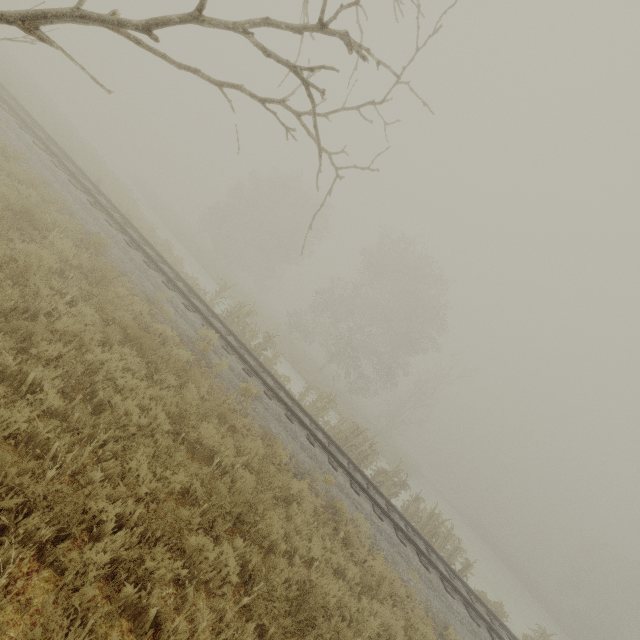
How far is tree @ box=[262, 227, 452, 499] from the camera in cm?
1611

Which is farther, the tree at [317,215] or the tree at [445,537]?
the tree at [445,537]

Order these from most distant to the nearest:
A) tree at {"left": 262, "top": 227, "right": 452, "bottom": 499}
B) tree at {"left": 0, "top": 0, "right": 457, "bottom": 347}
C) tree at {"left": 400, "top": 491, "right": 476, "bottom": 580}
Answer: tree at {"left": 262, "top": 227, "right": 452, "bottom": 499} → tree at {"left": 400, "top": 491, "right": 476, "bottom": 580} → tree at {"left": 0, "top": 0, "right": 457, "bottom": 347}

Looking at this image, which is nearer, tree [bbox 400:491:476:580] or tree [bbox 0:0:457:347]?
tree [bbox 0:0:457:347]

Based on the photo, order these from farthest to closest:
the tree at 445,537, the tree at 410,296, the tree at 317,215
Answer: the tree at 410,296, the tree at 445,537, the tree at 317,215

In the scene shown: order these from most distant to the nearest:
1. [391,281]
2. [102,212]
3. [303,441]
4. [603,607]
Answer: [603,607] < [391,281] < [102,212] < [303,441]

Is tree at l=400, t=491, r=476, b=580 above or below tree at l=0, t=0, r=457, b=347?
below
